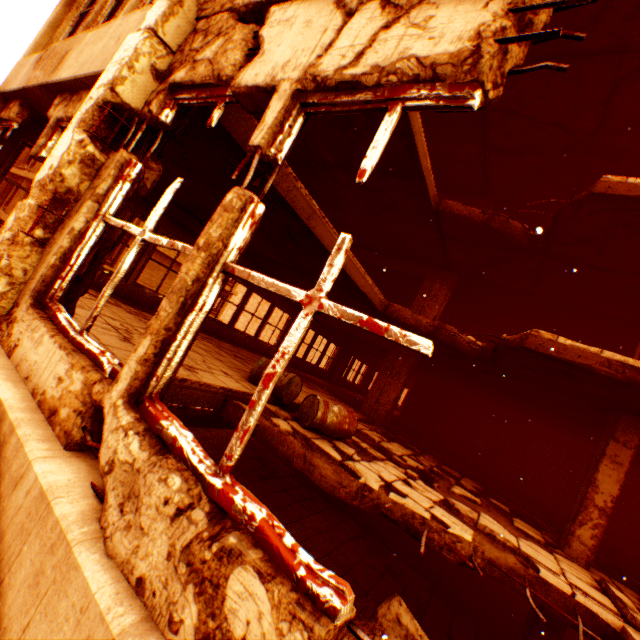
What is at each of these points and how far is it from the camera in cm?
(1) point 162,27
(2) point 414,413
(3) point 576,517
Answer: (1) pillar, 246
(2) pillar, 1483
(3) pillar, 572

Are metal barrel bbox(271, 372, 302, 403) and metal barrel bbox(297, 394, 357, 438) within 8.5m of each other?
yes

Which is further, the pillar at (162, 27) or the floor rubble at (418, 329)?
the floor rubble at (418, 329)

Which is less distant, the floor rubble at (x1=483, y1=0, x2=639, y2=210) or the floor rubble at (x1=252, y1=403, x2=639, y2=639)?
the floor rubble at (x1=252, y1=403, x2=639, y2=639)

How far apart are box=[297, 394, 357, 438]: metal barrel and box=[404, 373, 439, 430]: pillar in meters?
10.1 m

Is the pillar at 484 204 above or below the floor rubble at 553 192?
below

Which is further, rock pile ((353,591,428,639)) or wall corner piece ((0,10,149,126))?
rock pile ((353,591,428,639))

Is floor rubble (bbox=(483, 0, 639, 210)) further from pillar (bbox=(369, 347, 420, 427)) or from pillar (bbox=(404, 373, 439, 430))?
pillar (bbox=(404, 373, 439, 430))
